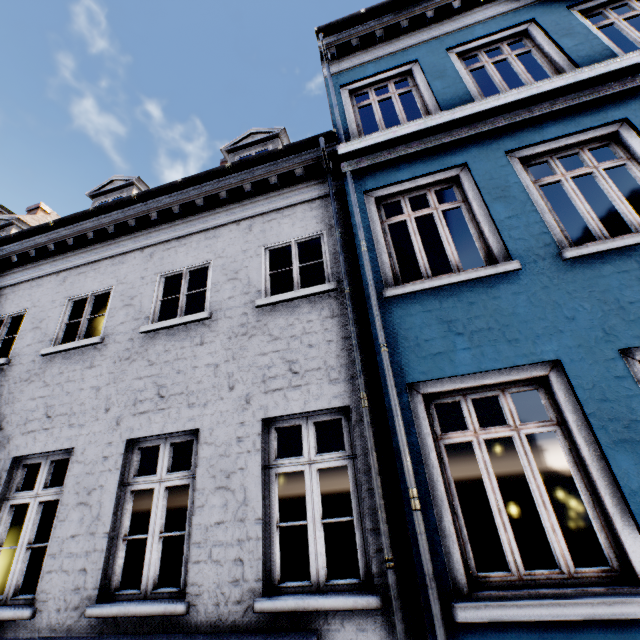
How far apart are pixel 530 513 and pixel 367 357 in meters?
7.2 m
